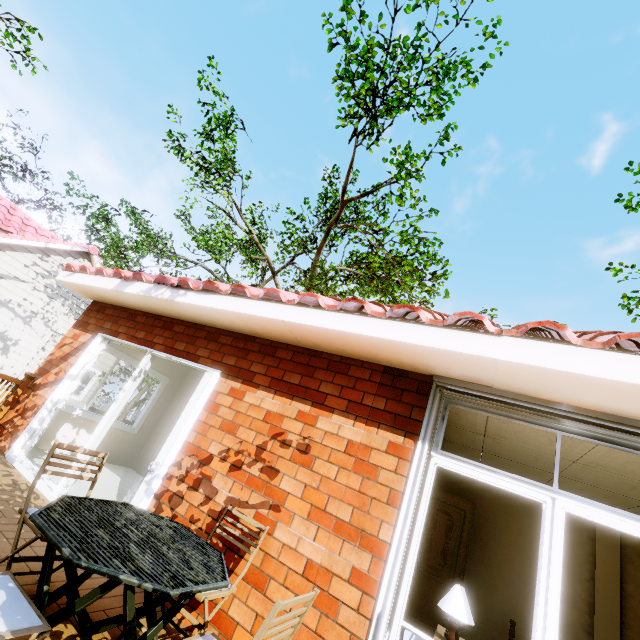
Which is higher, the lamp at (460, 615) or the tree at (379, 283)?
the tree at (379, 283)

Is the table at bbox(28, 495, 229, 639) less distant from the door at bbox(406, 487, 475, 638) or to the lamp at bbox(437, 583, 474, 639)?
the lamp at bbox(437, 583, 474, 639)

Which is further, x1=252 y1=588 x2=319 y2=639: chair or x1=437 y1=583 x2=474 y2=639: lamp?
x1=437 y1=583 x2=474 y2=639: lamp

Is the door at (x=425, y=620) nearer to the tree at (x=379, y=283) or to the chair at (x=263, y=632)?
the chair at (x=263, y=632)

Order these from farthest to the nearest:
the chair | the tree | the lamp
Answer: the tree, the lamp, the chair

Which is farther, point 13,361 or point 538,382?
point 13,361

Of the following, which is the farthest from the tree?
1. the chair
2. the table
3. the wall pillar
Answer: the chair
